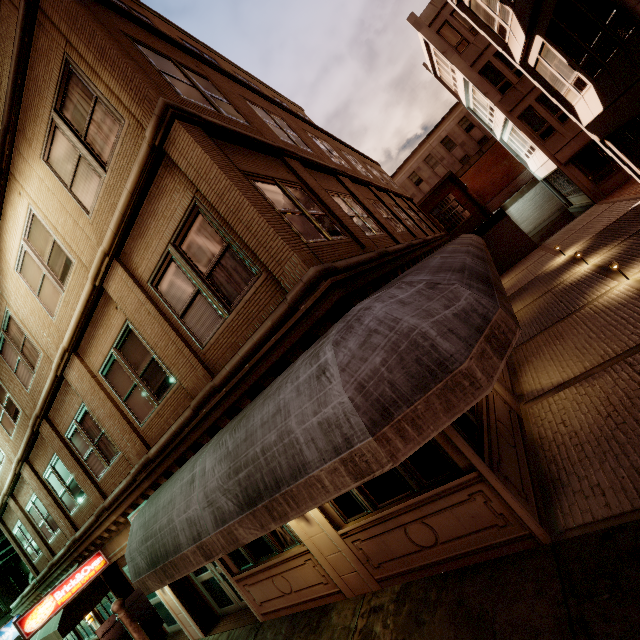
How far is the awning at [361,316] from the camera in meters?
3.1 m

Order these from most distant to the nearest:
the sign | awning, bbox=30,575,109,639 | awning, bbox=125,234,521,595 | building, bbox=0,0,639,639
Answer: awning, bbox=30,575,109,639 → building, bbox=0,0,639,639 → the sign → awning, bbox=125,234,521,595

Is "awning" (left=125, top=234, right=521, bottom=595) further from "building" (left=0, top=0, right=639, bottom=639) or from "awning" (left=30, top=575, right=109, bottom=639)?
"awning" (left=30, top=575, right=109, bottom=639)

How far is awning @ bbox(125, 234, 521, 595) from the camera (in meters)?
3.11

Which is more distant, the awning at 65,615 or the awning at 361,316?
the awning at 65,615

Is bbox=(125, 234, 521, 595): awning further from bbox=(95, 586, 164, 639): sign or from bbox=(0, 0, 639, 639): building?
bbox=(95, 586, 164, 639): sign

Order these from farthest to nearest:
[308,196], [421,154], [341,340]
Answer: [421,154] → [308,196] → [341,340]

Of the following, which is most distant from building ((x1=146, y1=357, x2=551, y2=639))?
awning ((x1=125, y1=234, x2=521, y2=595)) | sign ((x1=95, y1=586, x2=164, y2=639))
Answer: sign ((x1=95, y1=586, x2=164, y2=639))
